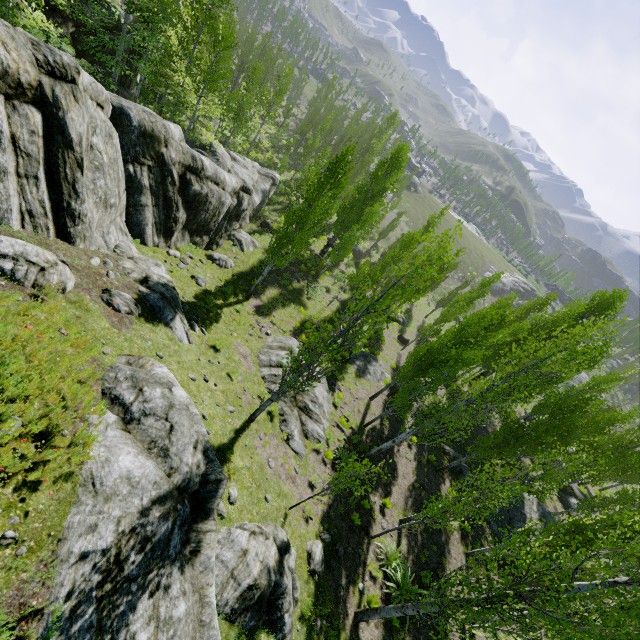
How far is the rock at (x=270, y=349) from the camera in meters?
15.6 m

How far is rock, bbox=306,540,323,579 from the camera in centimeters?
1057cm

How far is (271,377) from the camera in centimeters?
1570cm

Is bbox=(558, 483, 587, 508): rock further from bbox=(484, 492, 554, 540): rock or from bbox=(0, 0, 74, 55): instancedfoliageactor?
bbox=(484, 492, 554, 540): rock

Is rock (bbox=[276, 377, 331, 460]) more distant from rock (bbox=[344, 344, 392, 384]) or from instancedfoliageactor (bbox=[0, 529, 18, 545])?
rock (bbox=[344, 344, 392, 384])

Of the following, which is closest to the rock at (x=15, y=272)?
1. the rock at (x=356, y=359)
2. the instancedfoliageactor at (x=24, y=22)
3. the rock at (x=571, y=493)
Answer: the instancedfoliageactor at (x=24, y=22)

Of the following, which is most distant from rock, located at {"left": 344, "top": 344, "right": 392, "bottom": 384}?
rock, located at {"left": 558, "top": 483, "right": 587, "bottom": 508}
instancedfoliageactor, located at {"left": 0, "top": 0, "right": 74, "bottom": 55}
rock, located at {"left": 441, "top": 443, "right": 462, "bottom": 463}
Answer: rock, located at {"left": 558, "top": 483, "right": 587, "bottom": 508}
